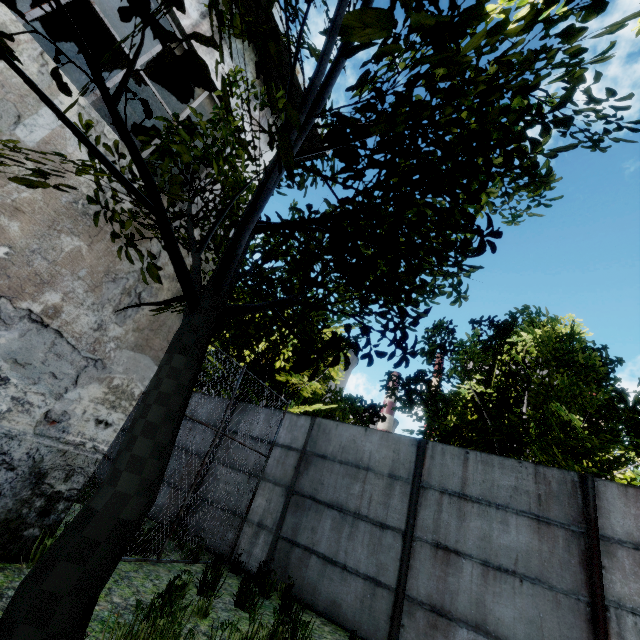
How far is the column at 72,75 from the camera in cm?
709

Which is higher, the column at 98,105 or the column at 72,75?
the column at 72,75

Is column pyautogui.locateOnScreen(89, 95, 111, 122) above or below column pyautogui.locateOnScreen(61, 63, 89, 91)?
below

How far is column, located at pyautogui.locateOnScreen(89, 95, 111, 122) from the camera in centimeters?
741cm

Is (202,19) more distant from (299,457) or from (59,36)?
(299,457)
